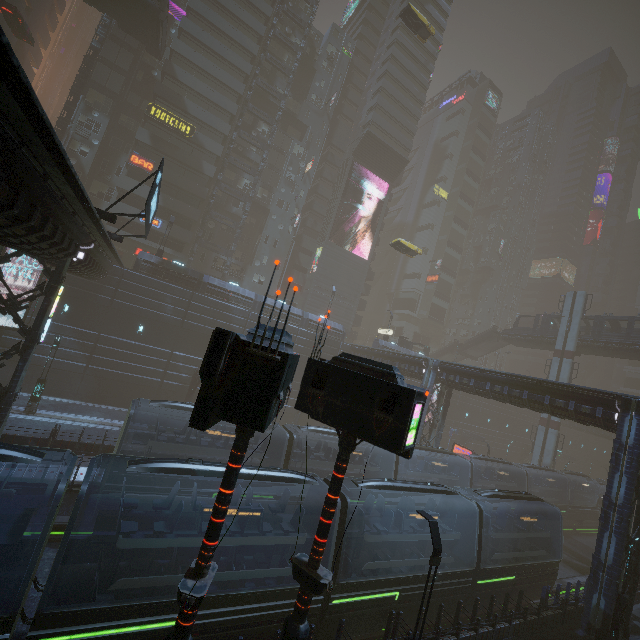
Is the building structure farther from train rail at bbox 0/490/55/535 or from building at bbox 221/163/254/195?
train rail at bbox 0/490/55/535

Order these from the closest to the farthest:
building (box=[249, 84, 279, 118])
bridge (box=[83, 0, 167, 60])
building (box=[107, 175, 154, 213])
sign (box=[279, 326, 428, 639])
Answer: sign (box=[279, 326, 428, 639])
bridge (box=[83, 0, 167, 60])
building (box=[107, 175, 154, 213])
building (box=[249, 84, 279, 118])

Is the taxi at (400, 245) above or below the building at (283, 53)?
below

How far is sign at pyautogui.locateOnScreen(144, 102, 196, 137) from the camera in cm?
3688

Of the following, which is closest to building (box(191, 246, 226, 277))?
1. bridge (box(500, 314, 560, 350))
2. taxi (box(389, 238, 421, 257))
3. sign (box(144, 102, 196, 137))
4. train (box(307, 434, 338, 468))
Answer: sign (box(144, 102, 196, 137))

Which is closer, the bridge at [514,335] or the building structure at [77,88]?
the building structure at [77,88]

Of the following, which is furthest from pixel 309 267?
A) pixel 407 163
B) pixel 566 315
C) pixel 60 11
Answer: pixel 60 11

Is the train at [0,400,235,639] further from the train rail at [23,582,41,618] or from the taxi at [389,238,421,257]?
the taxi at [389,238,421,257]
